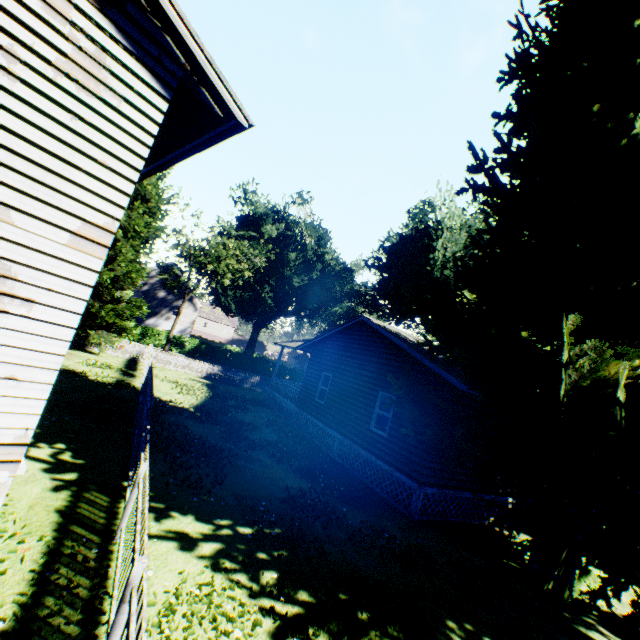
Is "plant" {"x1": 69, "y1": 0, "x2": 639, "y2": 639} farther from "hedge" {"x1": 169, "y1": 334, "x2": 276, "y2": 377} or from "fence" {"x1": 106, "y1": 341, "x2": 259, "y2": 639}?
"hedge" {"x1": 169, "y1": 334, "x2": 276, "y2": 377}

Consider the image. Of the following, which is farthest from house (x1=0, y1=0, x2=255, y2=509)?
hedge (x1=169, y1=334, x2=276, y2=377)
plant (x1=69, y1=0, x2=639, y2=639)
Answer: hedge (x1=169, y1=334, x2=276, y2=377)

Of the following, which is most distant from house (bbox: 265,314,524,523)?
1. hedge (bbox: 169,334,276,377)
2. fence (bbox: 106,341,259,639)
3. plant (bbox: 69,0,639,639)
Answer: hedge (bbox: 169,334,276,377)

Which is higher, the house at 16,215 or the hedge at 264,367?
the house at 16,215

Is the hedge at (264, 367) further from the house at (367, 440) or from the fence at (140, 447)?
the house at (367, 440)

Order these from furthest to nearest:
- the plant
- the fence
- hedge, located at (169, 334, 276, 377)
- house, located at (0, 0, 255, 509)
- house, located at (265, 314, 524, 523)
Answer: hedge, located at (169, 334, 276, 377) → house, located at (265, 314, 524, 523) → the plant → house, located at (0, 0, 255, 509) → the fence

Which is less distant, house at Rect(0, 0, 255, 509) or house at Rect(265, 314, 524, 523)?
house at Rect(0, 0, 255, 509)

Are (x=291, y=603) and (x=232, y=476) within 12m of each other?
yes
